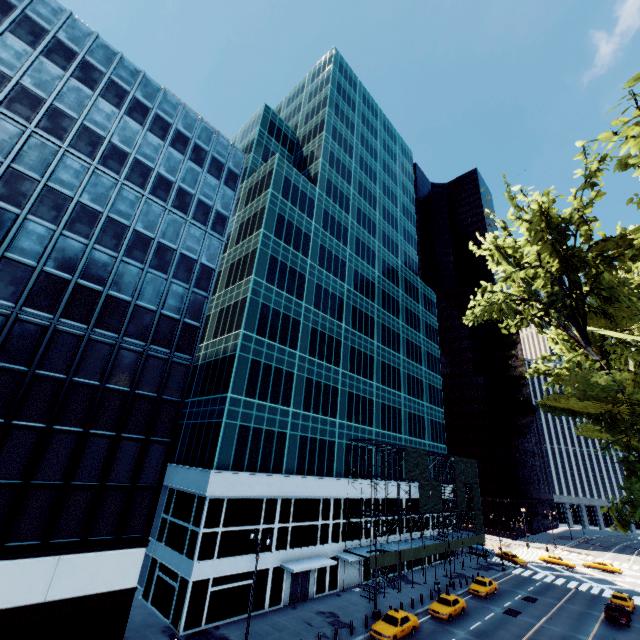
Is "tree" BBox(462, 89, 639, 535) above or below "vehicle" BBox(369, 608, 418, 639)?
above

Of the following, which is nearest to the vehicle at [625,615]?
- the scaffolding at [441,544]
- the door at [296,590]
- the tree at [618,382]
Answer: the tree at [618,382]

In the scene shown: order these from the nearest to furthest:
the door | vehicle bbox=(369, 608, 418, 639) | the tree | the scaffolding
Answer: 1. the tree
2. vehicle bbox=(369, 608, 418, 639)
3. the door
4. the scaffolding

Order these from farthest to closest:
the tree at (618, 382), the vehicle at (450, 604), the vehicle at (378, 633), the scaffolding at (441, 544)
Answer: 1. the scaffolding at (441, 544)
2. the vehicle at (450, 604)
3. the vehicle at (378, 633)
4. the tree at (618, 382)

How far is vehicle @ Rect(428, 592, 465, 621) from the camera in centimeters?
3020cm

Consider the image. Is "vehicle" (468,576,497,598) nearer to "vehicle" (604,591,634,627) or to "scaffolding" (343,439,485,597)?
"scaffolding" (343,439,485,597)

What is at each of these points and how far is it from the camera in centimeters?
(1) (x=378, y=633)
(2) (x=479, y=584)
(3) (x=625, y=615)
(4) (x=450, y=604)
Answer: (1) vehicle, 2542cm
(2) vehicle, 3856cm
(3) vehicle, 3316cm
(4) vehicle, 3139cm

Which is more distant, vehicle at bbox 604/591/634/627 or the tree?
vehicle at bbox 604/591/634/627
